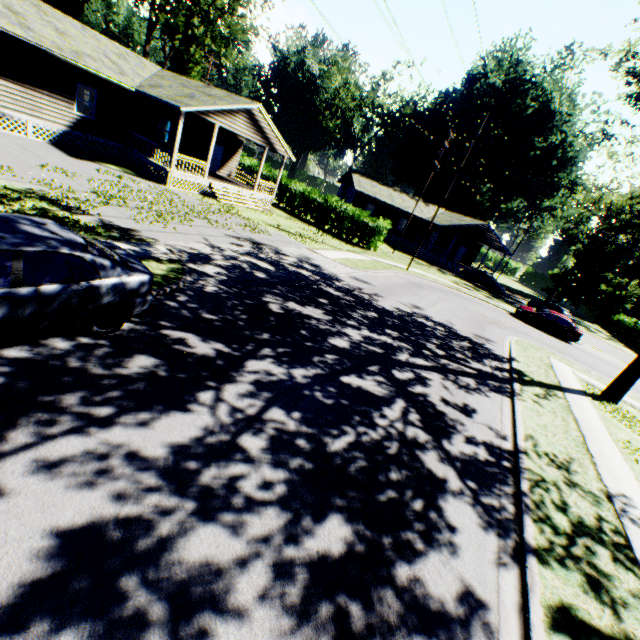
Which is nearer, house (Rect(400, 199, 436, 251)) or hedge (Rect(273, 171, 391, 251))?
hedge (Rect(273, 171, 391, 251))

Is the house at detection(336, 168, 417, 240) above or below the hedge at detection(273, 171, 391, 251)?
above

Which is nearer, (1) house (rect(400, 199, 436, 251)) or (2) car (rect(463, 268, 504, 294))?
(2) car (rect(463, 268, 504, 294))

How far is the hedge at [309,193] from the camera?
28.2m

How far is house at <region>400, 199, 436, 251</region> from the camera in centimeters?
4219cm

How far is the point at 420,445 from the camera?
6.63m

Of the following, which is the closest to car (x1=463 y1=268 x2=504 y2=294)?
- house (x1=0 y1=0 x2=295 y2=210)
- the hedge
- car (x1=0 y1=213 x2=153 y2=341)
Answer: the hedge

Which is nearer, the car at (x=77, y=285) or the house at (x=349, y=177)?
the car at (x=77, y=285)
